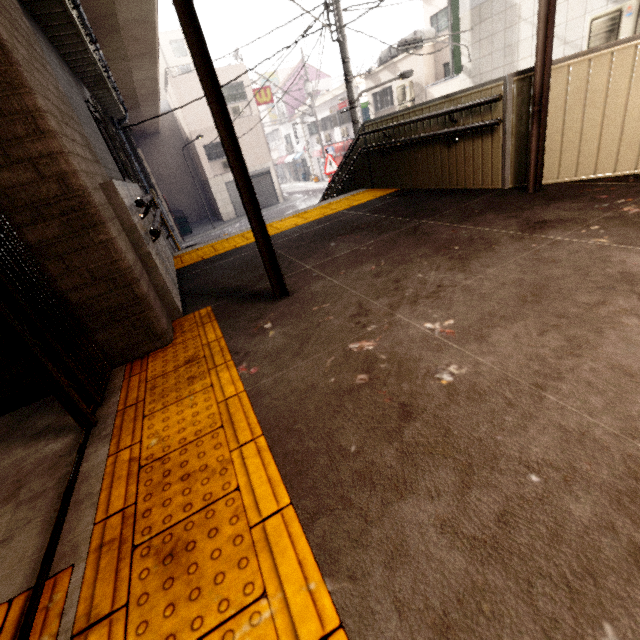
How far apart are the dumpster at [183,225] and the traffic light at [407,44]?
16.1 meters

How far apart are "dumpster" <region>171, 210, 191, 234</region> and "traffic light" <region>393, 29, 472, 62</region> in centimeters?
1606cm

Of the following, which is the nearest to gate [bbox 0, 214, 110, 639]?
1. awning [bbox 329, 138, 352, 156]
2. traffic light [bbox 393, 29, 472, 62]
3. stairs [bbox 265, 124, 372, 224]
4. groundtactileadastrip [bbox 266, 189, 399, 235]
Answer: groundtactileadastrip [bbox 266, 189, 399, 235]

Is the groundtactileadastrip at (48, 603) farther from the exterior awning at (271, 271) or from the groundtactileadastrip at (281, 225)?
the groundtactileadastrip at (281, 225)

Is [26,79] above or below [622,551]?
above

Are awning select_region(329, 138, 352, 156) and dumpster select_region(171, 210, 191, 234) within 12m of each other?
no

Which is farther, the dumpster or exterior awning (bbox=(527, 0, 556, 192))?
the dumpster

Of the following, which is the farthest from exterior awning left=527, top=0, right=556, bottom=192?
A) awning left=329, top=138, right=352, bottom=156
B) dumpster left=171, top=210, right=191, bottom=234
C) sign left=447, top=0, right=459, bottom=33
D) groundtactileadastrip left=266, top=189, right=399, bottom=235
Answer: awning left=329, top=138, right=352, bottom=156
